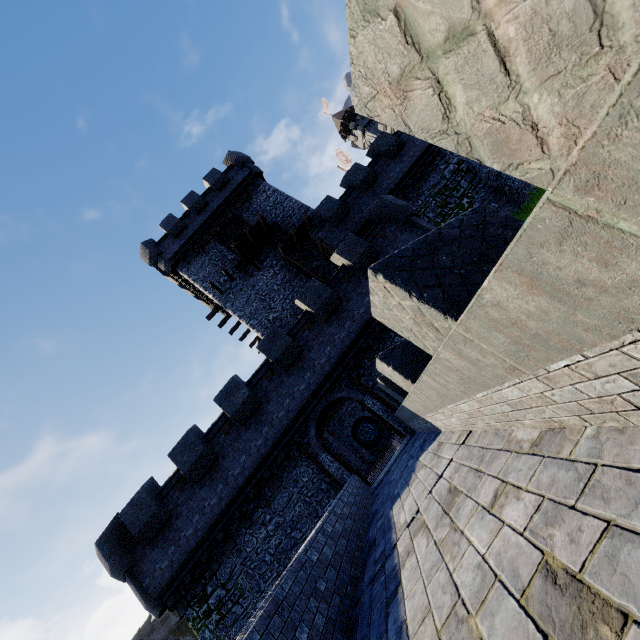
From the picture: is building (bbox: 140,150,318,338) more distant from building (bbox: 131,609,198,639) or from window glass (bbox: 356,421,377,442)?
building (bbox: 131,609,198,639)

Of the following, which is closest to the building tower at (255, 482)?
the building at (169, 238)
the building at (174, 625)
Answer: the building at (169, 238)

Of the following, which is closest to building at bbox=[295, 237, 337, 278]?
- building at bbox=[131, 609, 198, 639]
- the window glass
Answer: the window glass

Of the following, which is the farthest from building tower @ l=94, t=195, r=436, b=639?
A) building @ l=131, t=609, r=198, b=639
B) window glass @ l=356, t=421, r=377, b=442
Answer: building @ l=131, t=609, r=198, b=639

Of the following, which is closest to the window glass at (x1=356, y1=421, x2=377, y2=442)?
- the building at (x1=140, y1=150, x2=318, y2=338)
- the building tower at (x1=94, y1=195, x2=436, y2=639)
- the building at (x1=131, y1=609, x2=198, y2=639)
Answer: the building tower at (x1=94, y1=195, x2=436, y2=639)

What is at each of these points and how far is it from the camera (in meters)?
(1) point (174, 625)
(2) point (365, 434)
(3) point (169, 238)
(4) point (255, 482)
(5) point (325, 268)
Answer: (1) building, 47.94
(2) window glass, 31.66
(3) building, 24.75
(4) building tower, 13.56
(5) building, 21.97

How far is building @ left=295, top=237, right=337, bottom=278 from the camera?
21.86m

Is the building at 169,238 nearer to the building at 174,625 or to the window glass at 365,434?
the window glass at 365,434
